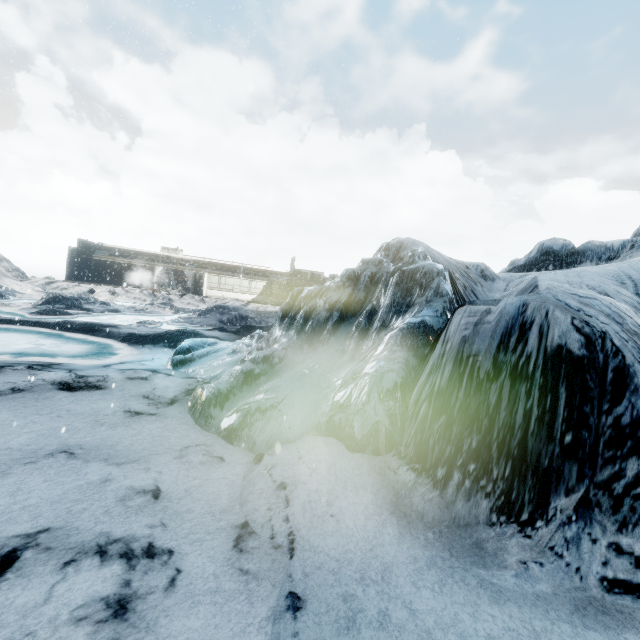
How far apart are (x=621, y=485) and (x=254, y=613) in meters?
3.4
